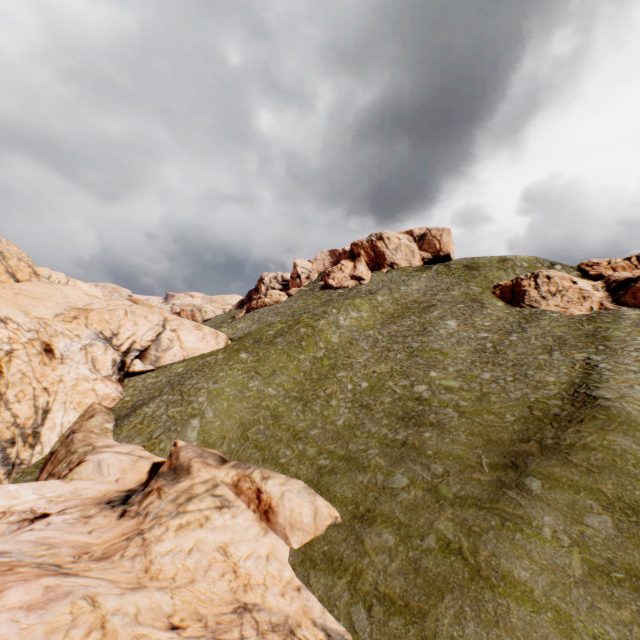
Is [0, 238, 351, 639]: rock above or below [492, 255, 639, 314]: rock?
below

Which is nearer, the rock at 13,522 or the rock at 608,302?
the rock at 13,522

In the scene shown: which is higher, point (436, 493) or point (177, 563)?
point (436, 493)

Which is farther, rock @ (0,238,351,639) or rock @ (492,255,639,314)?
rock @ (492,255,639,314)

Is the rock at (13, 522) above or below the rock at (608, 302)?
below
